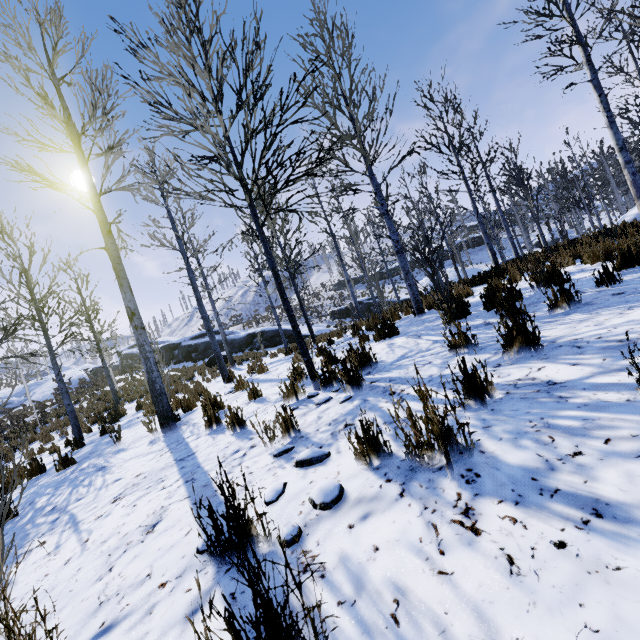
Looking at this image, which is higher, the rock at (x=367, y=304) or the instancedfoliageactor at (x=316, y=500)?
the rock at (x=367, y=304)

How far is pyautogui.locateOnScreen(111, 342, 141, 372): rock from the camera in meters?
33.0

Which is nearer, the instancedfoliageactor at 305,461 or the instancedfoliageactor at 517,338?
the instancedfoliageactor at 305,461

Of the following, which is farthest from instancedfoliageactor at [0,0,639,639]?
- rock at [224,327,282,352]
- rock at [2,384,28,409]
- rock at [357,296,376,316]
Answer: rock at [2,384,28,409]

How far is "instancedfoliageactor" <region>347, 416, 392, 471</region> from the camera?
1.94m

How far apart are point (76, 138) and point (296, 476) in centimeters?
744cm

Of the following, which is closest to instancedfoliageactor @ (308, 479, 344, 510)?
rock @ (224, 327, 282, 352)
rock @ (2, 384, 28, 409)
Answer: rock @ (224, 327, 282, 352)

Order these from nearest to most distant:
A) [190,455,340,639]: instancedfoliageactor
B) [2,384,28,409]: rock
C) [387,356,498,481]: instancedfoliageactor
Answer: [190,455,340,639]: instancedfoliageactor < [387,356,498,481]: instancedfoliageactor < [2,384,28,409]: rock
